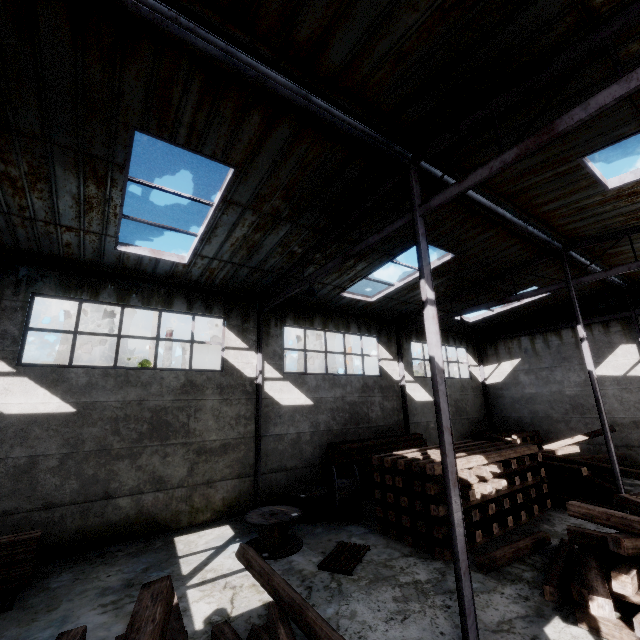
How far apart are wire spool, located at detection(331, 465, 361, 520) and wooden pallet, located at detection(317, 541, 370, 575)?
Result: 1.4m

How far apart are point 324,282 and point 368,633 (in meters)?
9.79

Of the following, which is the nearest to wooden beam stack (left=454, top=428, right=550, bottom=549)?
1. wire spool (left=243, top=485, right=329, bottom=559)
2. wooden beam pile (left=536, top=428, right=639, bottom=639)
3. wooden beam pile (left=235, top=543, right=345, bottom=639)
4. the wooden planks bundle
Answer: wooden beam pile (left=536, top=428, right=639, bottom=639)

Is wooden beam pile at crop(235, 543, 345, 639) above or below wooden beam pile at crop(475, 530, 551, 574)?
above

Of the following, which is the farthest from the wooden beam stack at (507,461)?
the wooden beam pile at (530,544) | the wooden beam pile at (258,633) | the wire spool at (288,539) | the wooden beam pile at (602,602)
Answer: the wooden beam pile at (258,633)

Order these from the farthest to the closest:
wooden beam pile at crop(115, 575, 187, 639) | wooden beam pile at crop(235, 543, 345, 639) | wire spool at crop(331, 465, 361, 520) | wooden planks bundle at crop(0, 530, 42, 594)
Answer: wire spool at crop(331, 465, 361, 520) < wooden planks bundle at crop(0, 530, 42, 594) < wooden beam pile at crop(235, 543, 345, 639) < wooden beam pile at crop(115, 575, 187, 639)

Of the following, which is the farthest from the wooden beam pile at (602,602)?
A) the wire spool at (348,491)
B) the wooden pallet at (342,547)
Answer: the wire spool at (348,491)

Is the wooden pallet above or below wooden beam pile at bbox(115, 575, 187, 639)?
below
